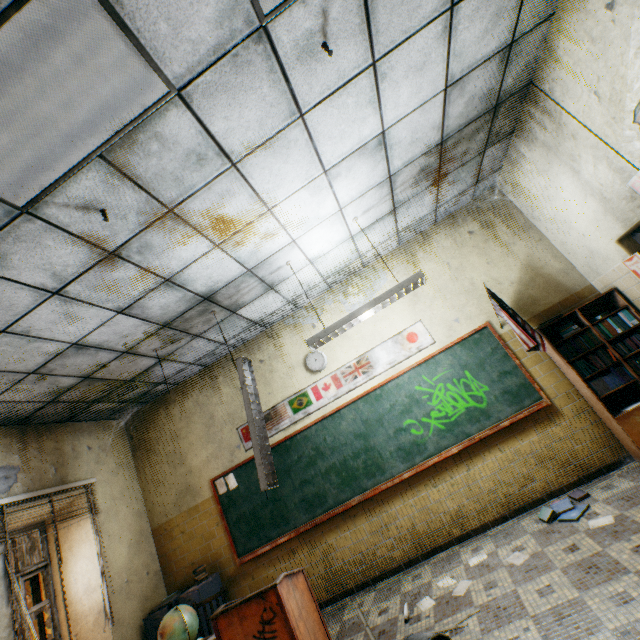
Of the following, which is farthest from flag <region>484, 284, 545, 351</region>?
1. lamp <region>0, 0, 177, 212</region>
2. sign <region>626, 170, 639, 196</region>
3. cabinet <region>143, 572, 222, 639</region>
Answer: cabinet <region>143, 572, 222, 639</region>

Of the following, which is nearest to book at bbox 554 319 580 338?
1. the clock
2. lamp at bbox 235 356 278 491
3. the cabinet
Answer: the clock

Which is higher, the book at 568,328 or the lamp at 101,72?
the lamp at 101,72

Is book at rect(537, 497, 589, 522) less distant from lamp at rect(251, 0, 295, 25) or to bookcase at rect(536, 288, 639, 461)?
bookcase at rect(536, 288, 639, 461)

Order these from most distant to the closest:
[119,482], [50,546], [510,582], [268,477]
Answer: [119,482] < [50,546] < [268,477] < [510,582]

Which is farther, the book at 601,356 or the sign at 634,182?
the book at 601,356

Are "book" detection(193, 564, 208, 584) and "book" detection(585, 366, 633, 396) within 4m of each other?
no

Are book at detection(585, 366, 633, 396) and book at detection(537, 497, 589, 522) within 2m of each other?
yes
